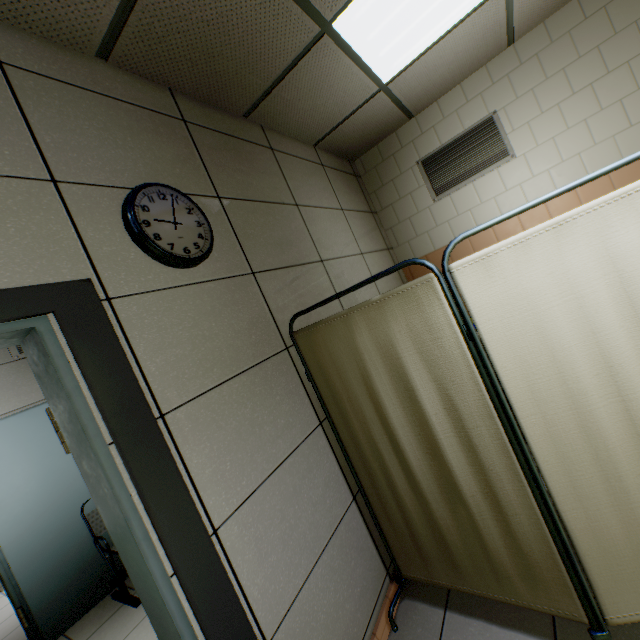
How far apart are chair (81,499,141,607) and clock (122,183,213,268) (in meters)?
2.99

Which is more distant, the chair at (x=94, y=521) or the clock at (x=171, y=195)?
the chair at (x=94, y=521)

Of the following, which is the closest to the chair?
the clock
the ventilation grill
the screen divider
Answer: the screen divider

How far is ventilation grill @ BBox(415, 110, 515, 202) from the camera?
3.2 meters

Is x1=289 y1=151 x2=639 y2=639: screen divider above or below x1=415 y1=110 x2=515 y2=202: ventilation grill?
below

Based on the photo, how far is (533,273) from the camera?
1.17m

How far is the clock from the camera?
1.4m

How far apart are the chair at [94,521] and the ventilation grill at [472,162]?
4.4m
